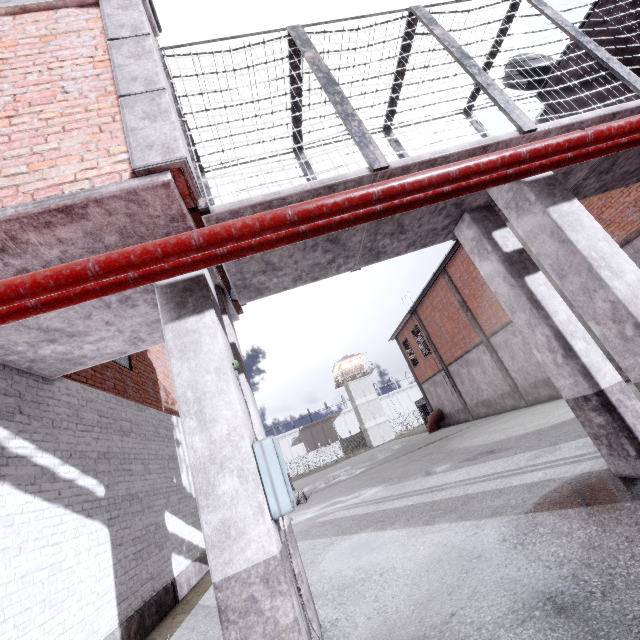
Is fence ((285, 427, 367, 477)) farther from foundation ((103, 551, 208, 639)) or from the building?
the building

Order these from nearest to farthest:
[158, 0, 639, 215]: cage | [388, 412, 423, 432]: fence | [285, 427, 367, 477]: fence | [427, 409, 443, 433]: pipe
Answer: [158, 0, 639, 215]: cage, [427, 409, 443, 433]: pipe, [285, 427, 367, 477]: fence, [388, 412, 423, 432]: fence

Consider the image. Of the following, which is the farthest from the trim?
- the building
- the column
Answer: the building

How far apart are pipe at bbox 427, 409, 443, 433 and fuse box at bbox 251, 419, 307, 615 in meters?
26.1 m

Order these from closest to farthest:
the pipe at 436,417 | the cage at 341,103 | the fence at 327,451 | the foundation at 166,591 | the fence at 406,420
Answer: the cage at 341,103
the foundation at 166,591
the pipe at 436,417
the fence at 327,451
the fence at 406,420

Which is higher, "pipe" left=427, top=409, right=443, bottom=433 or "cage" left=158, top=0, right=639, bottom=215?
"cage" left=158, top=0, right=639, bottom=215

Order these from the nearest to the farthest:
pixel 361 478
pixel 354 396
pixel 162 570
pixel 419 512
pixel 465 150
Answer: pixel 465 150 < pixel 419 512 < pixel 162 570 < pixel 361 478 < pixel 354 396

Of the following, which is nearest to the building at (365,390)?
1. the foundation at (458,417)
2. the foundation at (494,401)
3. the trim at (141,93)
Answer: the foundation at (458,417)
